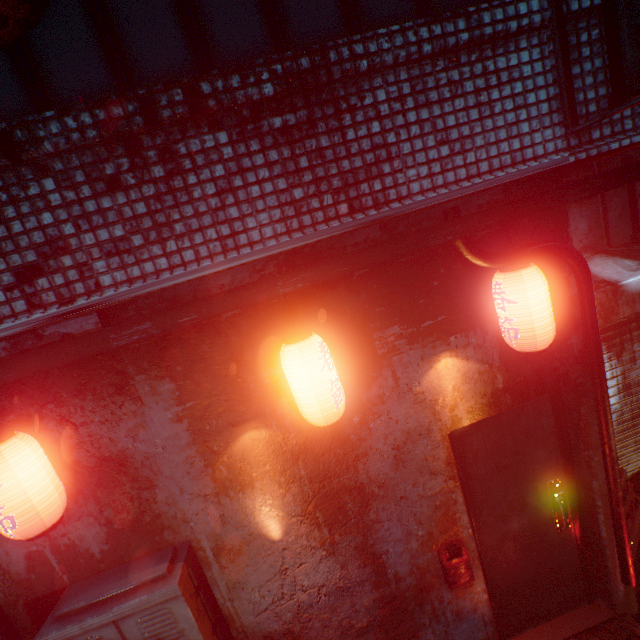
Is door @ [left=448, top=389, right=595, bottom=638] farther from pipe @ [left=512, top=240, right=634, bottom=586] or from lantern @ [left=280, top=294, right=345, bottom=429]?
lantern @ [left=280, top=294, right=345, bottom=429]

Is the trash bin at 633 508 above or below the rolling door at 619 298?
below

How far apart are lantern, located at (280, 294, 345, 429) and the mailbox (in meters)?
1.36

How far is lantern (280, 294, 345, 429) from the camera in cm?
159

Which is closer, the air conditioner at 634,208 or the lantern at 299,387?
the lantern at 299,387

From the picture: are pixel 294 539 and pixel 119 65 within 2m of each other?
no

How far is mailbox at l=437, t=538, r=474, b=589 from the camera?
2.22m

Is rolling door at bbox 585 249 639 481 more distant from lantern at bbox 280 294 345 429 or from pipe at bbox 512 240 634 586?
lantern at bbox 280 294 345 429
